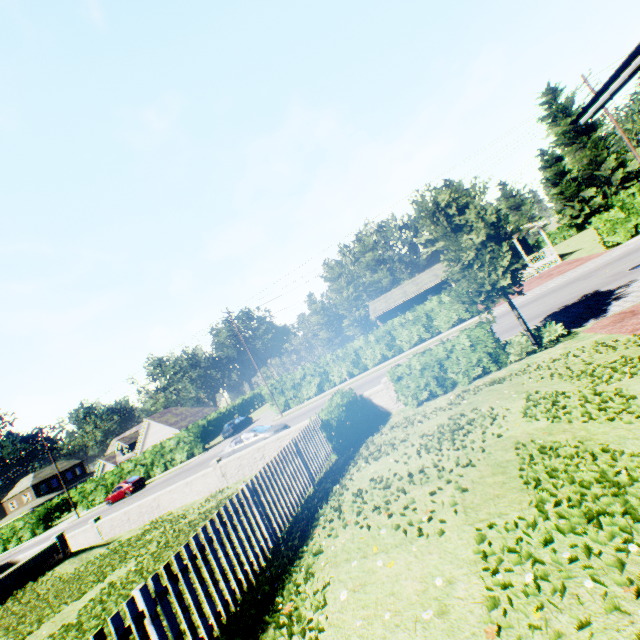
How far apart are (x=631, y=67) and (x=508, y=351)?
9.8 meters

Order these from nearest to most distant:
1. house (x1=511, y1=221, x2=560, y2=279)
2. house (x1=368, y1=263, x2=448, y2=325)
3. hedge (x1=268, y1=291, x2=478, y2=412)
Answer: hedge (x1=268, y1=291, x2=478, y2=412)
house (x1=511, y1=221, x2=560, y2=279)
house (x1=368, y1=263, x2=448, y2=325)

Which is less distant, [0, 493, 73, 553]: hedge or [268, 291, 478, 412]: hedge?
[268, 291, 478, 412]: hedge

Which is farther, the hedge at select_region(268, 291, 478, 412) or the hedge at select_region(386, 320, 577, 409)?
the hedge at select_region(268, 291, 478, 412)

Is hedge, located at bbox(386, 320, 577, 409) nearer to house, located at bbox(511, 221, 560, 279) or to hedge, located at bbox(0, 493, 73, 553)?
house, located at bbox(511, 221, 560, 279)

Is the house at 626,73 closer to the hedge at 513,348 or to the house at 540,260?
the hedge at 513,348

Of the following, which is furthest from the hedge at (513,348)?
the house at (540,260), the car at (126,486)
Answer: the car at (126,486)

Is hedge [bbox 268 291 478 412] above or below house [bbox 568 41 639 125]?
below
